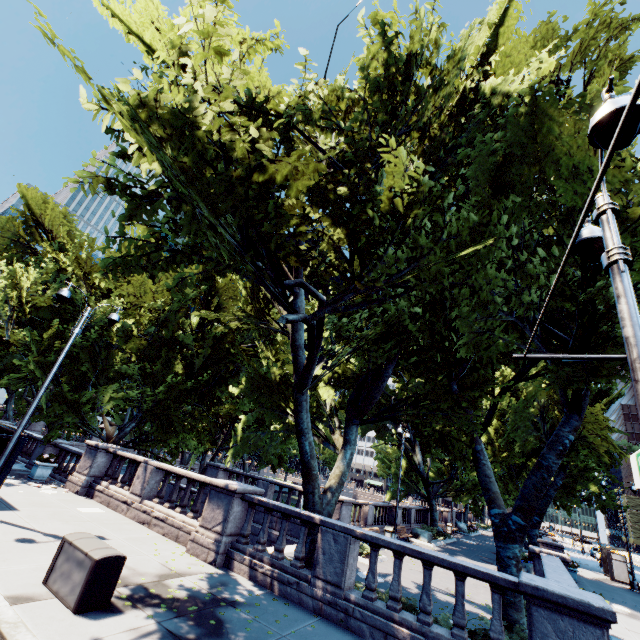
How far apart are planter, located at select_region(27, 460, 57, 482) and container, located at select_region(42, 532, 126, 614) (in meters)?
11.45

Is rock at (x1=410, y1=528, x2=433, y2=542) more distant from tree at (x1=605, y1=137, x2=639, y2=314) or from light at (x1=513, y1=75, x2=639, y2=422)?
light at (x1=513, y1=75, x2=639, y2=422)

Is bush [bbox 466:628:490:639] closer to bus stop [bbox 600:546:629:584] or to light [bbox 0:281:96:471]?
light [bbox 0:281:96:471]

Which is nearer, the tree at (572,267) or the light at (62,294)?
the tree at (572,267)

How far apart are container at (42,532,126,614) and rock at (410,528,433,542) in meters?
24.5 m

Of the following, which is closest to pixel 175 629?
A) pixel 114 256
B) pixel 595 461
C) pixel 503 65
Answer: pixel 503 65

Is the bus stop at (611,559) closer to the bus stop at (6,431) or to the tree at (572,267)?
the tree at (572,267)

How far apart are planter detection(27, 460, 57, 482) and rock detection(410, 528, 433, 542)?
24.4m
